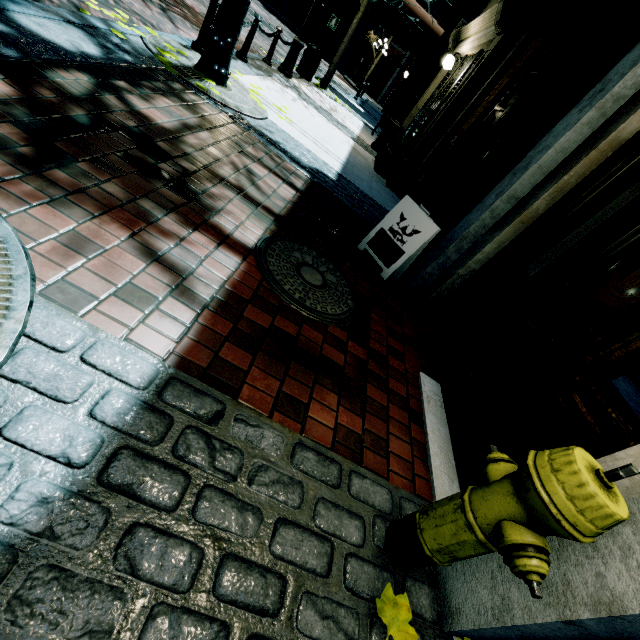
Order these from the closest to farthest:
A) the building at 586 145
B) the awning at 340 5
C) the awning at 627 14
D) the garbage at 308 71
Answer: the building at 586 145, the awning at 627 14, the garbage at 308 71, the awning at 340 5

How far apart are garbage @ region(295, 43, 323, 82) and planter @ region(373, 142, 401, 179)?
4.6m

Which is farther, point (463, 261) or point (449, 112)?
point (449, 112)

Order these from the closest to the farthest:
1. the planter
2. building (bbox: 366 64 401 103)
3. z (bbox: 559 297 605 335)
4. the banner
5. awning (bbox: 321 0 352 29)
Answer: the planter, z (bbox: 559 297 605 335), the banner, awning (bbox: 321 0 352 29), building (bbox: 366 64 401 103)

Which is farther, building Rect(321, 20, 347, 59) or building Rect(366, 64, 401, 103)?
building Rect(321, 20, 347, 59)

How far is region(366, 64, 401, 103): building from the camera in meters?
30.1

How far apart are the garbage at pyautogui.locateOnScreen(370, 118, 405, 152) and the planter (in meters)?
0.79

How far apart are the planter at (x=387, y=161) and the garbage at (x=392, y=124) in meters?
0.8
